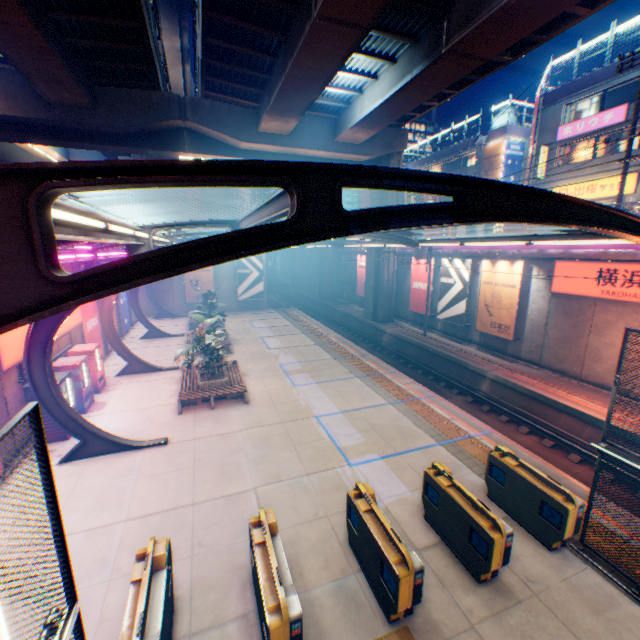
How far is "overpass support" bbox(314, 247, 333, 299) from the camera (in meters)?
40.06

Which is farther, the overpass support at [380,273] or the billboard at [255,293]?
the billboard at [255,293]

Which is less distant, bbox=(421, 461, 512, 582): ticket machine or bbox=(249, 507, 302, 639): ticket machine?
bbox=(249, 507, 302, 639): ticket machine

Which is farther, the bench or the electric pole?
the electric pole

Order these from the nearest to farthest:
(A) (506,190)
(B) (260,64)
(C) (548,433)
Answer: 1. (A) (506,190)
2. (C) (548,433)
3. (B) (260,64)

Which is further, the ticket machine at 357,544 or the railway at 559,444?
the railway at 559,444

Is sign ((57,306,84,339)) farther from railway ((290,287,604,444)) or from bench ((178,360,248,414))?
Answer: railway ((290,287,604,444))

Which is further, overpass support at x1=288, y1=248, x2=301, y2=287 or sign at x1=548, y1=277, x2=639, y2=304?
overpass support at x1=288, y1=248, x2=301, y2=287
